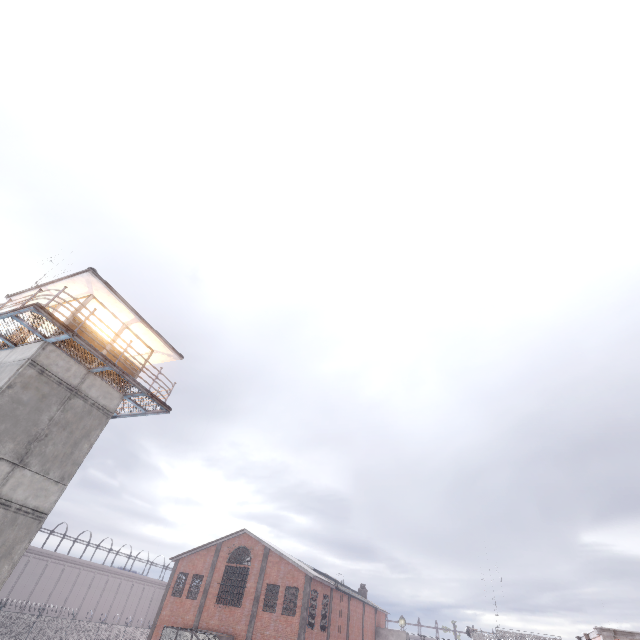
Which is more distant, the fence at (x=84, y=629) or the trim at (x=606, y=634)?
the fence at (x=84, y=629)

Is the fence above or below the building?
below

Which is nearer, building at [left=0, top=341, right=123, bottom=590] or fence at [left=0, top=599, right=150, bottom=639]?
building at [left=0, top=341, right=123, bottom=590]

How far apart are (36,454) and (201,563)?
31.3 meters

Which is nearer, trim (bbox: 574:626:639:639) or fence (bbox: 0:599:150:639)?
trim (bbox: 574:626:639:639)

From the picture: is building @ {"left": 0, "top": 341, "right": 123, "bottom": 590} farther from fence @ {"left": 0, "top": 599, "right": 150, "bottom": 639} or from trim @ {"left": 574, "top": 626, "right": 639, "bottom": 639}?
trim @ {"left": 574, "top": 626, "right": 639, "bottom": 639}

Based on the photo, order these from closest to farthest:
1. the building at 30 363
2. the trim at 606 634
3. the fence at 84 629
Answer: the building at 30 363 < the trim at 606 634 < the fence at 84 629

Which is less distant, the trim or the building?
the building
